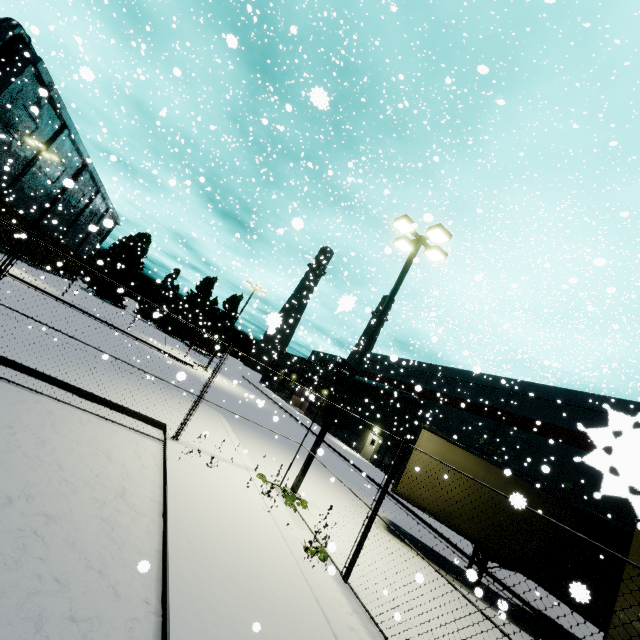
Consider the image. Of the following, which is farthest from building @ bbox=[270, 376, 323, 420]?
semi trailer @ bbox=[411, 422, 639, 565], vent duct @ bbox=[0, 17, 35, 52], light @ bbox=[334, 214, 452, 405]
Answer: light @ bbox=[334, 214, 452, 405]

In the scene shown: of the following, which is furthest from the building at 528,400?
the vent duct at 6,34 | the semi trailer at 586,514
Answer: the semi trailer at 586,514

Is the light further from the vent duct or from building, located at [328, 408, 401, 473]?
the vent duct

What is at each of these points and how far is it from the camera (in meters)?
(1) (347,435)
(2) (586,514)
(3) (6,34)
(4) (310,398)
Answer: (1) building, 35.81
(2) semi trailer, 10.14
(3) vent duct, 24.08
(4) building, 6.36

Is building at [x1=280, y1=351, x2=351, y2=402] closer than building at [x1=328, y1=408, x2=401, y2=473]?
No

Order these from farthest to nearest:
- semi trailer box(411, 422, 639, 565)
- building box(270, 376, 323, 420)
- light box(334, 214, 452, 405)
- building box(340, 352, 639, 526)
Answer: building box(270, 376, 323, 420) < light box(334, 214, 452, 405) < semi trailer box(411, 422, 639, 565) < building box(340, 352, 639, 526)

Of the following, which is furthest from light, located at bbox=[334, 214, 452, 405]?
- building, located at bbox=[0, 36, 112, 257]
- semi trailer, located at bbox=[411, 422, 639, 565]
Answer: building, located at bbox=[0, 36, 112, 257]

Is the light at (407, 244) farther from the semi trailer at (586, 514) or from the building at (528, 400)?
the building at (528, 400)
